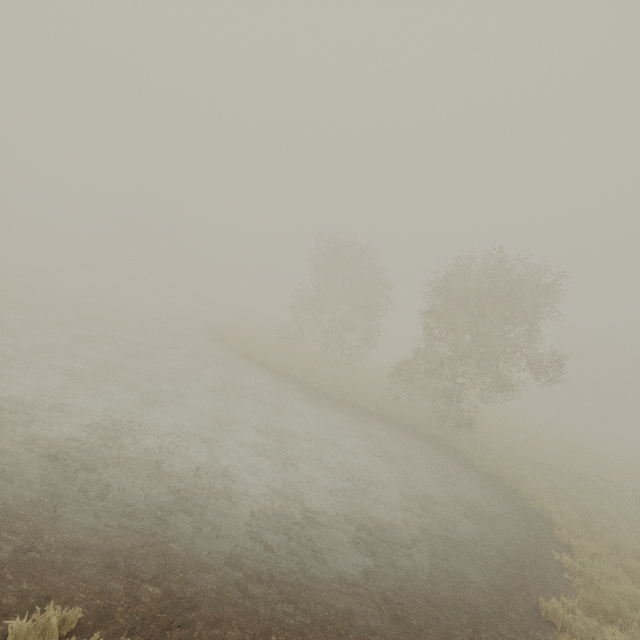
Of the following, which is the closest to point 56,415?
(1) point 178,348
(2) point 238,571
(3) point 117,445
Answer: (3) point 117,445
